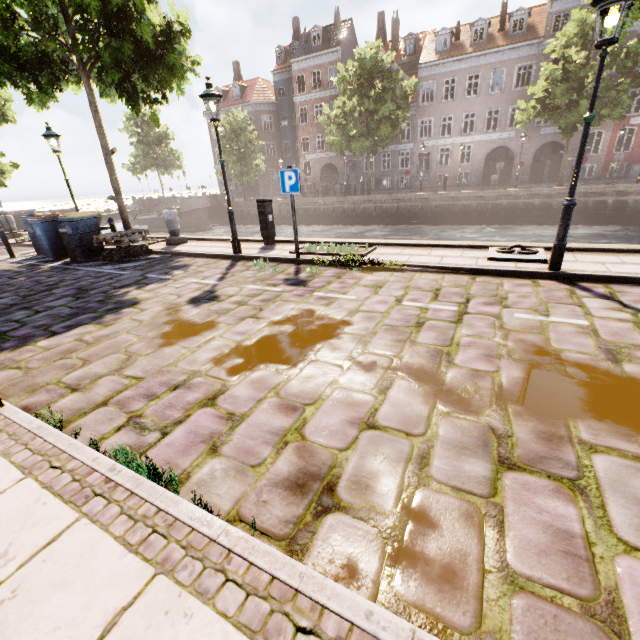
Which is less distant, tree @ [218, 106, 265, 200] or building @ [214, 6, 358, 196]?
tree @ [218, 106, 265, 200]

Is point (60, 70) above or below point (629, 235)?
above

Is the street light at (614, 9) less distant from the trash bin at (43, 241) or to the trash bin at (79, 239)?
the trash bin at (79, 239)

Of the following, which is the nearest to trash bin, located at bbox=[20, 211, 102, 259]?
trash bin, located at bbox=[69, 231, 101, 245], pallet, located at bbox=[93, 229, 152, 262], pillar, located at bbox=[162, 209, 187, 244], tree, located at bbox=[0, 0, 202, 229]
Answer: trash bin, located at bbox=[69, 231, 101, 245]

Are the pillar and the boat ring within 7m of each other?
no

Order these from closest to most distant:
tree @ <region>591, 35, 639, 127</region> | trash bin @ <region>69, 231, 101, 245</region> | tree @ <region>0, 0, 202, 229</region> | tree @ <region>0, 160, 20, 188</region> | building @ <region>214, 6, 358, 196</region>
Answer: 1. tree @ <region>0, 0, 202, 229</region>
2. trash bin @ <region>69, 231, 101, 245</region>
3. tree @ <region>0, 160, 20, 188</region>
4. tree @ <region>591, 35, 639, 127</region>
5. building @ <region>214, 6, 358, 196</region>

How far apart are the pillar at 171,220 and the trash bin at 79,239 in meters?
1.8 m

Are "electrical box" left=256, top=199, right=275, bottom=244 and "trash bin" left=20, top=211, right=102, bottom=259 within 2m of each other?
no
